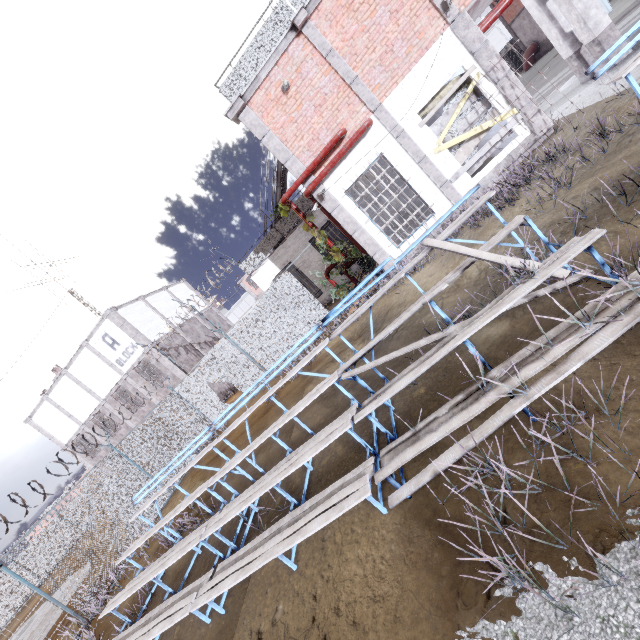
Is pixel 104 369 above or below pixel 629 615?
above

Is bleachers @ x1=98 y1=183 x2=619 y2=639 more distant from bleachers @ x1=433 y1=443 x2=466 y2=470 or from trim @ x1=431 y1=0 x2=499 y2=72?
trim @ x1=431 y1=0 x2=499 y2=72

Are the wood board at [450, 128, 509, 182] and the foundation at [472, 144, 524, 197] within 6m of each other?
yes

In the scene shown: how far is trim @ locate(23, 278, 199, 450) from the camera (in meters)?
20.17

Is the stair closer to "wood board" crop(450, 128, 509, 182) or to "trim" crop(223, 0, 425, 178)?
"trim" crop(223, 0, 425, 178)

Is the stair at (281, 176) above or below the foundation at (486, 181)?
above

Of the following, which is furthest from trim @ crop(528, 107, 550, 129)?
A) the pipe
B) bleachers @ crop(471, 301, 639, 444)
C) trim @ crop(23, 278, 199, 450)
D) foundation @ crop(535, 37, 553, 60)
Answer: foundation @ crop(535, 37, 553, 60)

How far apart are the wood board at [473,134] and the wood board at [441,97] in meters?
0.1
